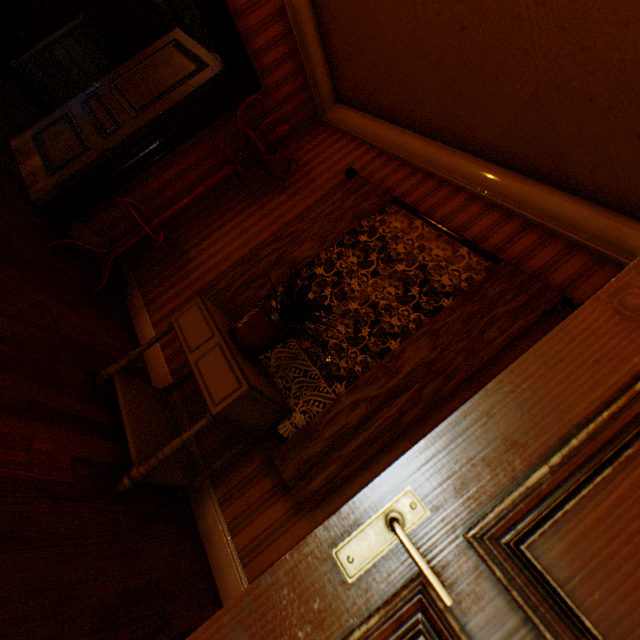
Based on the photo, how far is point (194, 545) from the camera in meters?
1.8 m

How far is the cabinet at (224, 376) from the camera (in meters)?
1.60

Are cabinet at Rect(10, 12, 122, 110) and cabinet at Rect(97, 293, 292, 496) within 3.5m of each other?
no

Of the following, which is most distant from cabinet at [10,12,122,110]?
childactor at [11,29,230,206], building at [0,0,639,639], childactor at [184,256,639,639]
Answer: childactor at [184,256,639,639]

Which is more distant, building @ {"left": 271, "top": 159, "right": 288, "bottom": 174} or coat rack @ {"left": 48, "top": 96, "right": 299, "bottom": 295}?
building @ {"left": 271, "top": 159, "right": 288, "bottom": 174}

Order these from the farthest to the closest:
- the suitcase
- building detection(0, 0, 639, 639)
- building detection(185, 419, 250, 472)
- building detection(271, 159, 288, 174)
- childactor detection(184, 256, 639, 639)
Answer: the suitcase
building detection(271, 159, 288, 174)
building detection(185, 419, 250, 472)
building detection(0, 0, 639, 639)
childactor detection(184, 256, 639, 639)

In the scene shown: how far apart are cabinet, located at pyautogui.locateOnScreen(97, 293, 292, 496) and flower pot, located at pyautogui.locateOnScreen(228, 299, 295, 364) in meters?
0.0 m

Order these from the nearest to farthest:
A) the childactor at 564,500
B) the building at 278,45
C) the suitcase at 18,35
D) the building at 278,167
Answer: the childactor at 564,500 < the building at 278,45 < the building at 278,167 < the suitcase at 18,35
